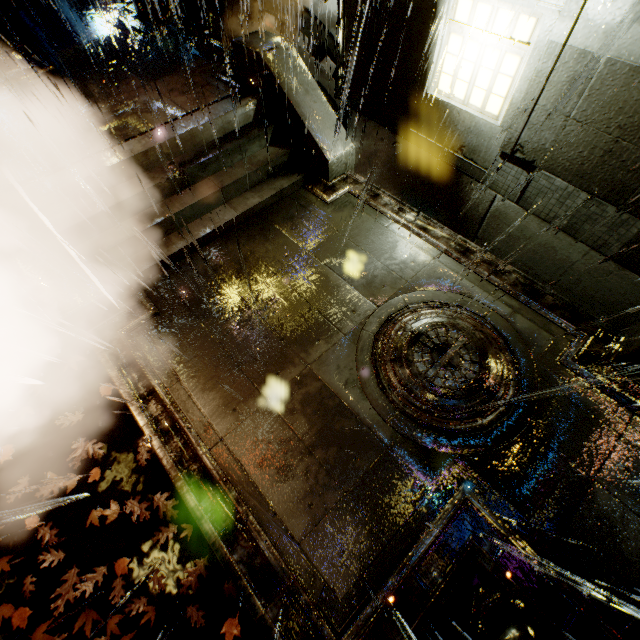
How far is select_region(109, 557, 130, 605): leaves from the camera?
4.2m

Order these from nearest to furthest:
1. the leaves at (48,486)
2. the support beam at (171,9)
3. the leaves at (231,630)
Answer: the leaves at (231,630), the leaves at (48,486), the support beam at (171,9)

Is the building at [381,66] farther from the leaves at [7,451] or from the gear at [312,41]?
the leaves at [7,451]

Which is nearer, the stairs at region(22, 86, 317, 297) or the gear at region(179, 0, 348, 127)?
the stairs at region(22, 86, 317, 297)

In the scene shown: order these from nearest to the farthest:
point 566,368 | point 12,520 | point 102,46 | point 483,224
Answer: point 12,520 → point 566,368 → point 483,224 → point 102,46

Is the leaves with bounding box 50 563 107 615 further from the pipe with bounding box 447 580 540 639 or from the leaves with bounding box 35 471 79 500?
the pipe with bounding box 447 580 540 639

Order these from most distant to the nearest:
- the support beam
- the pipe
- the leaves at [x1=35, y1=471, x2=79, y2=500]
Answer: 1. the support beam
2. the leaves at [x1=35, y1=471, x2=79, y2=500]
3. the pipe

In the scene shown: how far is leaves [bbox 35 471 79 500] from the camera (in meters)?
4.90
